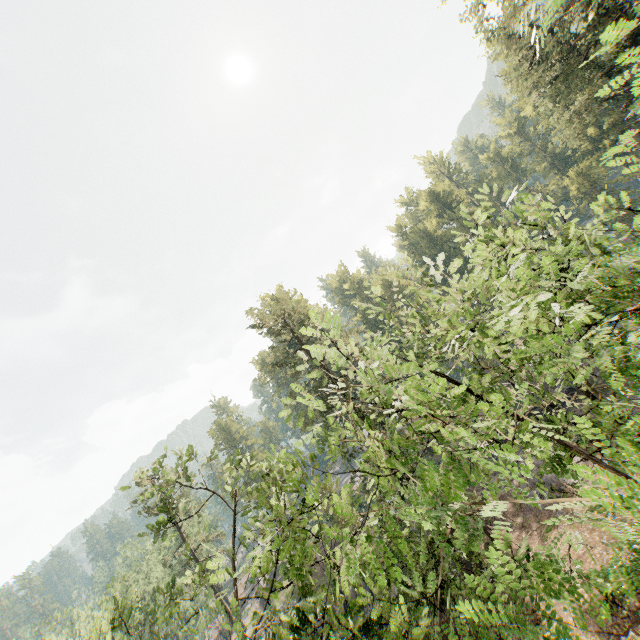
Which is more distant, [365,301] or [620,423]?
[365,301]
